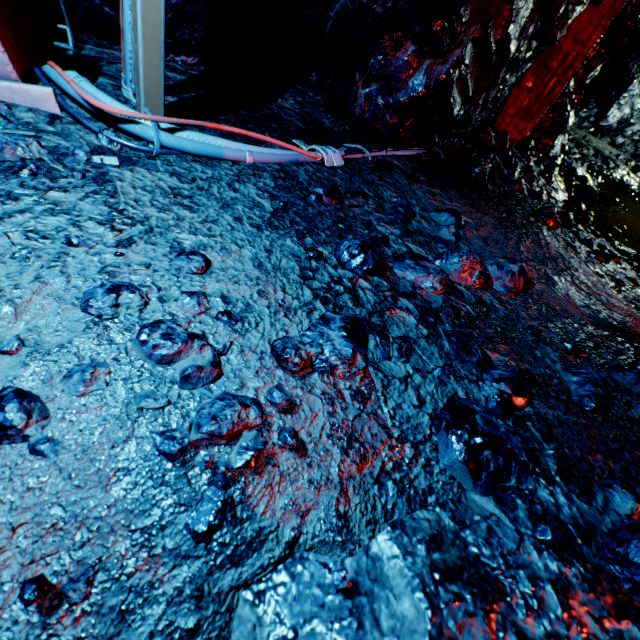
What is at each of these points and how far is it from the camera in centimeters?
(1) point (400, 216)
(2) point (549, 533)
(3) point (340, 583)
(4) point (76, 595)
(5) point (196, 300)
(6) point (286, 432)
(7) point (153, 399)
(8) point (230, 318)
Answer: (1) rock, 211cm
(2) rock, 89cm
(3) rock, 69cm
(4) rock, 62cm
(5) rock, 111cm
(6) rock, 89cm
(7) rock, 86cm
(8) rock, 111cm

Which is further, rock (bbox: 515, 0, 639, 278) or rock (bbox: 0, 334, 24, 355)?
rock (bbox: 515, 0, 639, 278)

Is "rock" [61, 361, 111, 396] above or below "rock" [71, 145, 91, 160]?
below

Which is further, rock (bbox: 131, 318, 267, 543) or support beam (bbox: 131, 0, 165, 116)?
support beam (bbox: 131, 0, 165, 116)

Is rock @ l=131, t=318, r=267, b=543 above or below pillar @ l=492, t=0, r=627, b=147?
below

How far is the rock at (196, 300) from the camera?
1.09m

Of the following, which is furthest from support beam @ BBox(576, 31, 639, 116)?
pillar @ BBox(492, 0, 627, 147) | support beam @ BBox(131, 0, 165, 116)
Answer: support beam @ BBox(131, 0, 165, 116)
